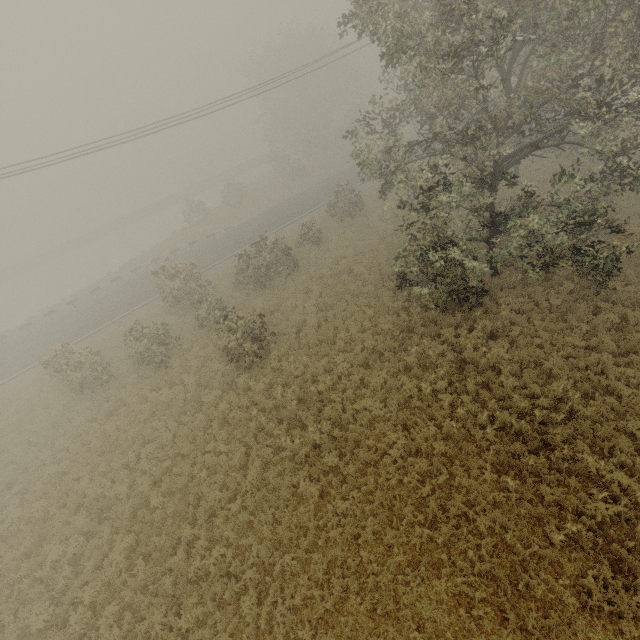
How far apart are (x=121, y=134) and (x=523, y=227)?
19.5 meters
